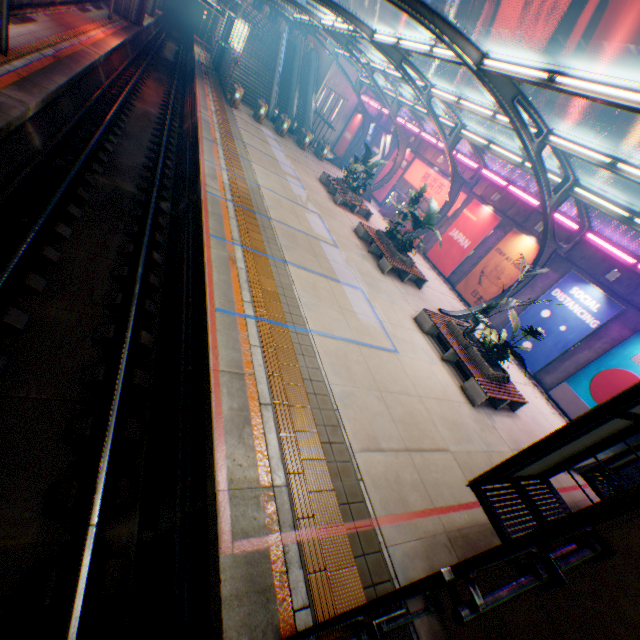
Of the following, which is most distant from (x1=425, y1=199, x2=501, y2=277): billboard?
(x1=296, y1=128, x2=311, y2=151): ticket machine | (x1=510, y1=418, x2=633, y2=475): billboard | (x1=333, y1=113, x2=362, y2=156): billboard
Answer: (x1=333, y1=113, x2=362, y2=156): billboard

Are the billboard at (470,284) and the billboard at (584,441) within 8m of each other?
no

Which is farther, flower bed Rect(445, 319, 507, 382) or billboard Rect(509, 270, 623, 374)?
billboard Rect(509, 270, 623, 374)

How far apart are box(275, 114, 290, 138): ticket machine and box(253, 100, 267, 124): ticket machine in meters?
1.4 m

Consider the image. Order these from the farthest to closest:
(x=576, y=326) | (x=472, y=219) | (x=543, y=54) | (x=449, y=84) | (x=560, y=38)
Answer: (x=449, y=84), (x=543, y=54), (x=560, y=38), (x=472, y=219), (x=576, y=326)

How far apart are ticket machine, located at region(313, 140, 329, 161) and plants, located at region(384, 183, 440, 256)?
15.55m

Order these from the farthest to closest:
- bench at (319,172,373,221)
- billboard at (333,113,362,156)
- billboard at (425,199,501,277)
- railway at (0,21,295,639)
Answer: billboard at (333,113,362,156) < bench at (319,172,373,221) < billboard at (425,199,501,277) < railway at (0,21,295,639)

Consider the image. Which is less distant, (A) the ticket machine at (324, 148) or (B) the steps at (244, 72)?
(A) the ticket machine at (324, 148)
